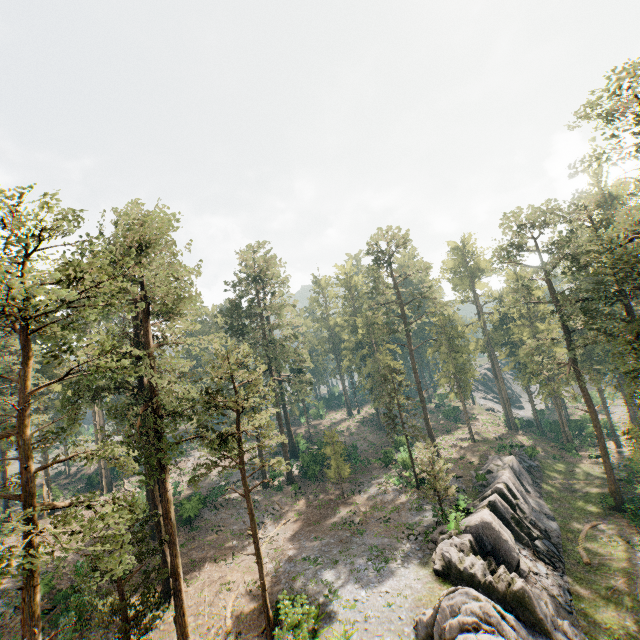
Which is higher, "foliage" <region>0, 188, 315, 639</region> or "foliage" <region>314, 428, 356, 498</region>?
"foliage" <region>0, 188, 315, 639</region>

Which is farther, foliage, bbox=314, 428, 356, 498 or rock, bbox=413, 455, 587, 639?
foliage, bbox=314, 428, 356, 498

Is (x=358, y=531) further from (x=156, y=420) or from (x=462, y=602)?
(x=156, y=420)

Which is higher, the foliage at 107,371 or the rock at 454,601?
the foliage at 107,371

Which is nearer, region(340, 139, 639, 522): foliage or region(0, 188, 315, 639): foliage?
region(0, 188, 315, 639): foliage

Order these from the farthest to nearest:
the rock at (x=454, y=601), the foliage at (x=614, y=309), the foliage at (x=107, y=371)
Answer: the foliage at (x=614, y=309) → the rock at (x=454, y=601) → the foliage at (x=107, y=371)

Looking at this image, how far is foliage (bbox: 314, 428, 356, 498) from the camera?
36.6 meters
